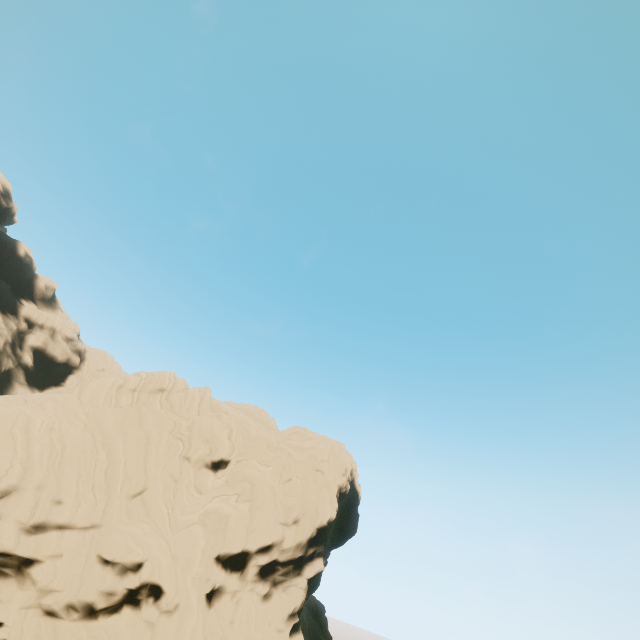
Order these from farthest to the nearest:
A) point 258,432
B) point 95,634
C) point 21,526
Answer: point 258,432
point 21,526
point 95,634
